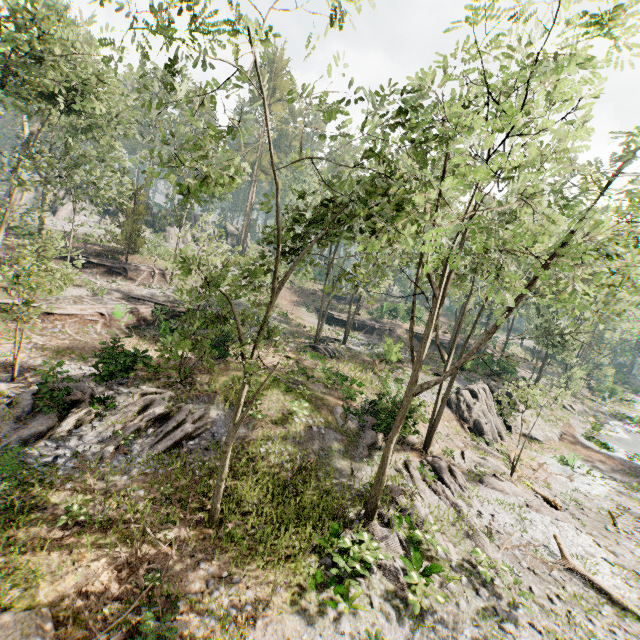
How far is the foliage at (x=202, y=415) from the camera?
13.8m

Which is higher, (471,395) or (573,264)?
(573,264)

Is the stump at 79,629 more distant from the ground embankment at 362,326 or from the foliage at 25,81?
the ground embankment at 362,326

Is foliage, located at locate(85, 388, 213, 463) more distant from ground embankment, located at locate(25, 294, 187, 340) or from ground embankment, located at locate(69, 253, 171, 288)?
ground embankment, located at locate(25, 294, 187, 340)

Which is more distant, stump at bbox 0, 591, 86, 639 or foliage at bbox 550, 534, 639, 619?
foliage at bbox 550, 534, 639, 619

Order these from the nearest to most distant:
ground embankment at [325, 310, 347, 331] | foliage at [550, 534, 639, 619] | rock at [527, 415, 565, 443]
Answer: foliage at [550, 534, 639, 619] → rock at [527, 415, 565, 443] → ground embankment at [325, 310, 347, 331]

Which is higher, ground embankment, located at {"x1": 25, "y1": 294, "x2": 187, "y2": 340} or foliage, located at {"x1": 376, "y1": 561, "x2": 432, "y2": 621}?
ground embankment, located at {"x1": 25, "y1": 294, "x2": 187, "y2": 340}

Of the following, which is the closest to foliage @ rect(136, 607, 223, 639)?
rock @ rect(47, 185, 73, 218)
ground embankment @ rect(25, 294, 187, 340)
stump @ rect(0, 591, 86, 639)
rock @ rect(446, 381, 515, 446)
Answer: rock @ rect(446, 381, 515, 446)
